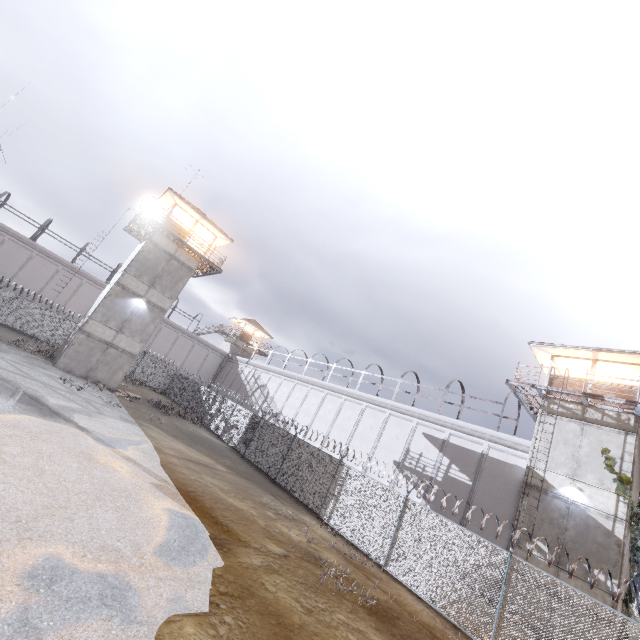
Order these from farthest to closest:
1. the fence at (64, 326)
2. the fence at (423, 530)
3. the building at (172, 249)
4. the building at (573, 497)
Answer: the fence at (64, 326) < the building at (172, 249) < the building at (573, 497) < the fence at (423, 530)

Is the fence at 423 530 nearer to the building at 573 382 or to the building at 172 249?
the building at 172 249

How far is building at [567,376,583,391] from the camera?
17.77m

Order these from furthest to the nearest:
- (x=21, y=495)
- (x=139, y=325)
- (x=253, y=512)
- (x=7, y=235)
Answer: (x=7, y=235)
(x=139, y=325)
(x=253, y=512)
(x=21, y=495)

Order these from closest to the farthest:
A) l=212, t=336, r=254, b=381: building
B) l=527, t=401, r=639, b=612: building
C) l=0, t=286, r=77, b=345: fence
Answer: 1. l=527, t=401, r=639, b=612: building
2. l=0, t=286, r=77, b=345: fence
3. l=212, t=336, r=254, b=381: building

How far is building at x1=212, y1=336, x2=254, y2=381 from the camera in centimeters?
4800cm

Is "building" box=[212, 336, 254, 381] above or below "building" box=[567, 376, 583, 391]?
below

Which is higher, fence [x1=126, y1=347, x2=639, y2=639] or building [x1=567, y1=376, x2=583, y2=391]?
building [x1=567, y1=376, x2=583, y2=391]
